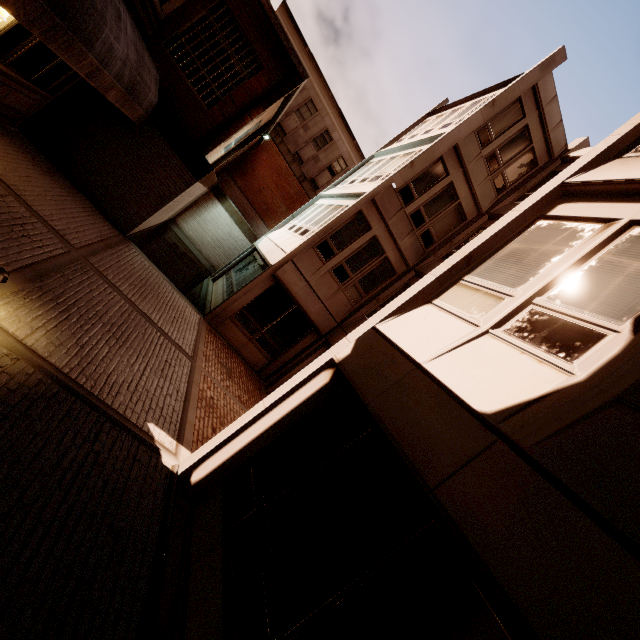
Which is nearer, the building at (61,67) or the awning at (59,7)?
the awning at (59,7)

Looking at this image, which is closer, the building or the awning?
the awning

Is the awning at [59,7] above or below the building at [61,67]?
above

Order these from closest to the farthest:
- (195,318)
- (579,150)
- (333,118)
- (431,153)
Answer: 1. (195,318)
2. (431,153)
3. (579,150)
4. (333,118)

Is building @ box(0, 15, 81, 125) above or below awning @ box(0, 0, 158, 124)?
Result: below
